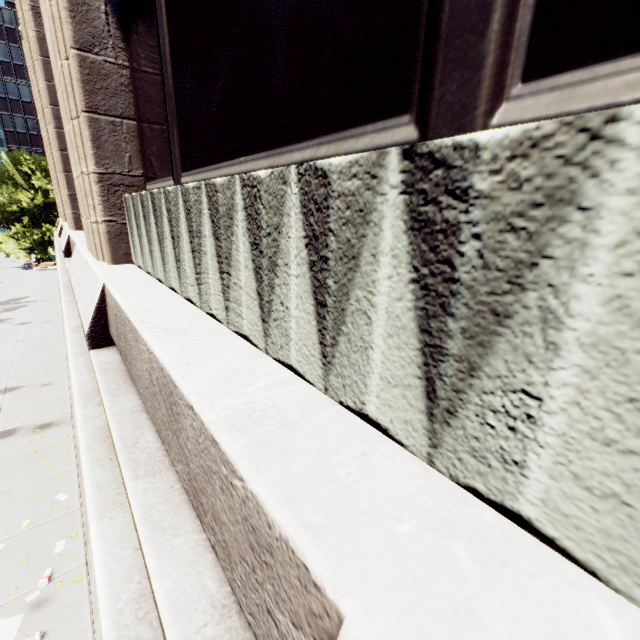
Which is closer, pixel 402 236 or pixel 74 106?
pixel 402 236

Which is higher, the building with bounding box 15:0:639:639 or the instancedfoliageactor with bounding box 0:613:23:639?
the building with bounding box 15:0:639:639

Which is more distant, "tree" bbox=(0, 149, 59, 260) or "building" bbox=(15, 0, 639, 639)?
"tree" bbox=(0, 149, 59, 260)

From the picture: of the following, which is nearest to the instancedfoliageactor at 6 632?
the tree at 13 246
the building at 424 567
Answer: the building at 424 567

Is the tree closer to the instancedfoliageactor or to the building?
the building

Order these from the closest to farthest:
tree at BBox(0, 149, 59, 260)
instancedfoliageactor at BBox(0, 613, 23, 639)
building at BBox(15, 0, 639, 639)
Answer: building at BBox(15, 0, 639, 639)
instancedfoliageactor at BBox(0, 613, 23, 639)
tree at BBox(0, 149, 59, 260)
